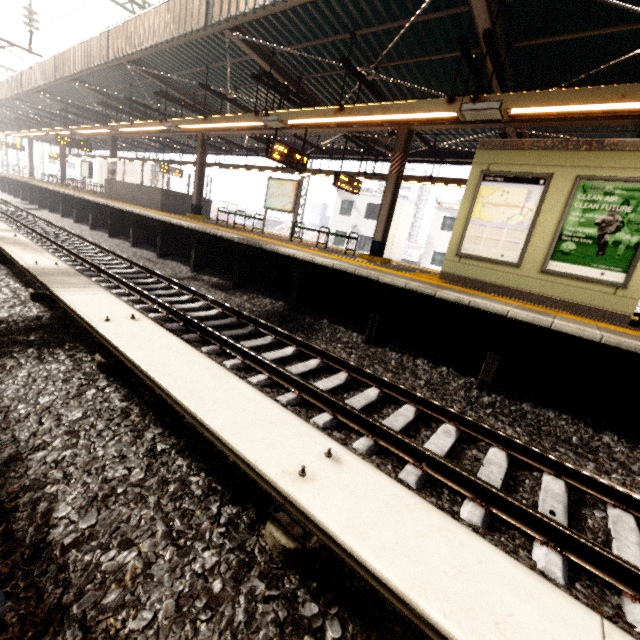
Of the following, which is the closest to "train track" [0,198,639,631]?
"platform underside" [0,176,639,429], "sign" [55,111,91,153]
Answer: "platform underside" [0,176,639,429]

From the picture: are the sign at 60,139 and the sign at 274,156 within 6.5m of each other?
no

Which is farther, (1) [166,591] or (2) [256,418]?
(2) [256,418]

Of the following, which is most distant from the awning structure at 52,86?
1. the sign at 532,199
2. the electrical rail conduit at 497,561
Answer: the electrical rail conduit at 497,561

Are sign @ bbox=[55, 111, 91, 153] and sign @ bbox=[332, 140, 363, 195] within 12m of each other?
no

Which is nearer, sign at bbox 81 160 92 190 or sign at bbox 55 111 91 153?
sign at bbox 55 111 91 153

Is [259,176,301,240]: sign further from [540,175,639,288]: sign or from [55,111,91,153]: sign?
[540,175,639,288]: sign

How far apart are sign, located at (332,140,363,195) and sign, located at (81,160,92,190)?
20.8m
